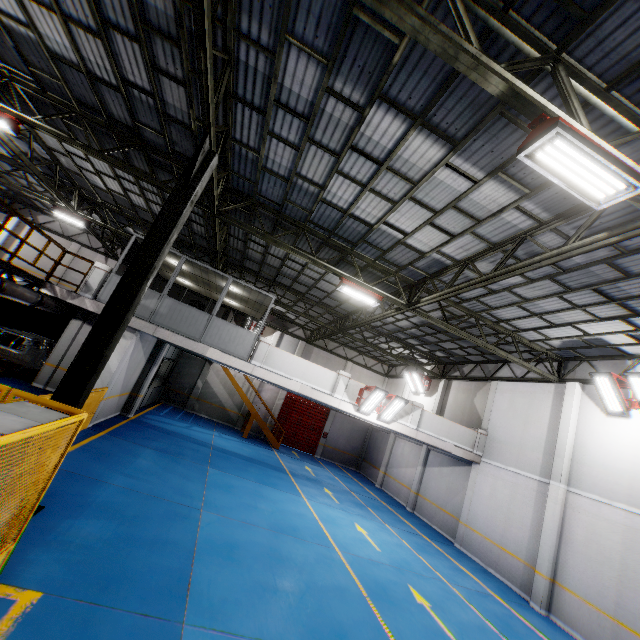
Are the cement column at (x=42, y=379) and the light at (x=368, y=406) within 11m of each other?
no

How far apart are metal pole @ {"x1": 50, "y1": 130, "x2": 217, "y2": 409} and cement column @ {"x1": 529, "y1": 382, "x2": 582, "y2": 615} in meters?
14.5 m

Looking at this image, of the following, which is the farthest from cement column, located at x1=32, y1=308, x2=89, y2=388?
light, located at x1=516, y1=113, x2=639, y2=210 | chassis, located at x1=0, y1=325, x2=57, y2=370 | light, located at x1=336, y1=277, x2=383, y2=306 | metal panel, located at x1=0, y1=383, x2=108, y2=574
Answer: light, located at x1=516, y1=113, x2=639, y2=210

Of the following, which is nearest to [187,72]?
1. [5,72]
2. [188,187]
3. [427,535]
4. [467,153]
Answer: [188,187]

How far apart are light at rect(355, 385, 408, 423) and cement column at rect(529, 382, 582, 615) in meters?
6.5 m

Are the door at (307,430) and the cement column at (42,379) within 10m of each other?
no

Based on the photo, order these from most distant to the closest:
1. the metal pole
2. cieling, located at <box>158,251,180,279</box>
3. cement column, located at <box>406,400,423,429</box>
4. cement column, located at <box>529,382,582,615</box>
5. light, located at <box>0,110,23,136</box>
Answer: cement column, located at <box>406,400,423,429</box> < cieling, located at <box>158,251,180,279</box> < cement column, located at <box>529,382,582,615</box> < light, located at <box>0,110,23,136</box> < the metal pole

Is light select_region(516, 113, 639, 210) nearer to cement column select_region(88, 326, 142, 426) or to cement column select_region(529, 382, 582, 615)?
cement column select_region(529, 382, 582, 615)
